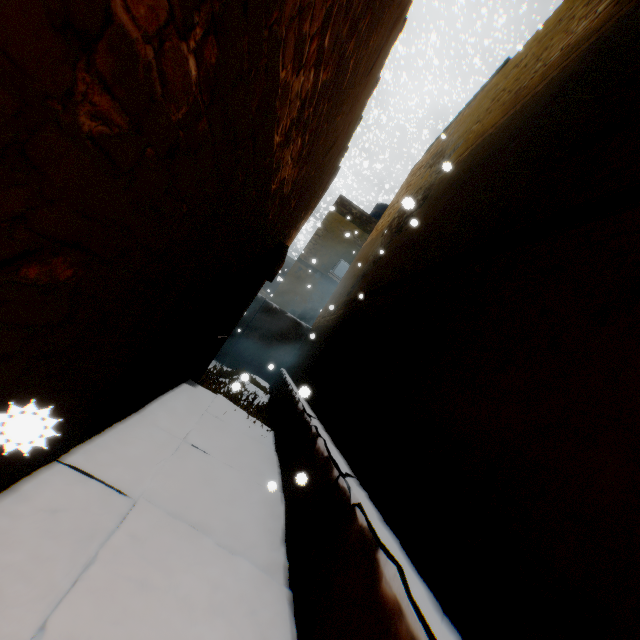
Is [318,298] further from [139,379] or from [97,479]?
[97,479]
